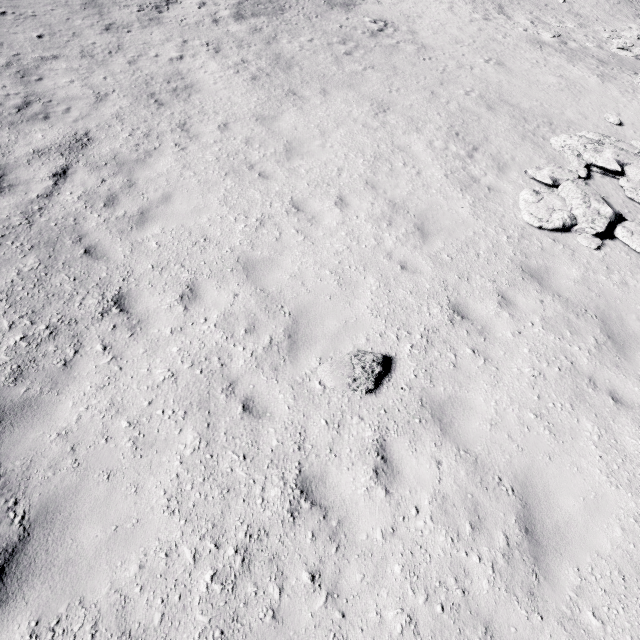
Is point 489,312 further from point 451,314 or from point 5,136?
point 5,136

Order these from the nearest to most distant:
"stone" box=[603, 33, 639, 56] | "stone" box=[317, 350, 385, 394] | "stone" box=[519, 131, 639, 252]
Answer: "stone" box=[317, 350, 385, 394]
"stone" box=[519, 131, 639, 252]
"stone" box=[603, 33, 639, 56]

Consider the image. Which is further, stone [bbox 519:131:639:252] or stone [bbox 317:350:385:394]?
stone [bbox 519:131:639:252]

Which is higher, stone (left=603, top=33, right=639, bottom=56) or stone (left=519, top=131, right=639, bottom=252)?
stone (left=603, top=33, right=639, bottom=56)

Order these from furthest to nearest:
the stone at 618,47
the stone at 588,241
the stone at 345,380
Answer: the stone at 618,47, the stone at 588,241, the stone at 345,380

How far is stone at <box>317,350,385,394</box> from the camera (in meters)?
4.92

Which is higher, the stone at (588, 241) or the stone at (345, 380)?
the stone at (588, 241)

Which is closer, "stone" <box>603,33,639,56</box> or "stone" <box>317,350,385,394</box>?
"stone" <box>317,350,385,394</box>
